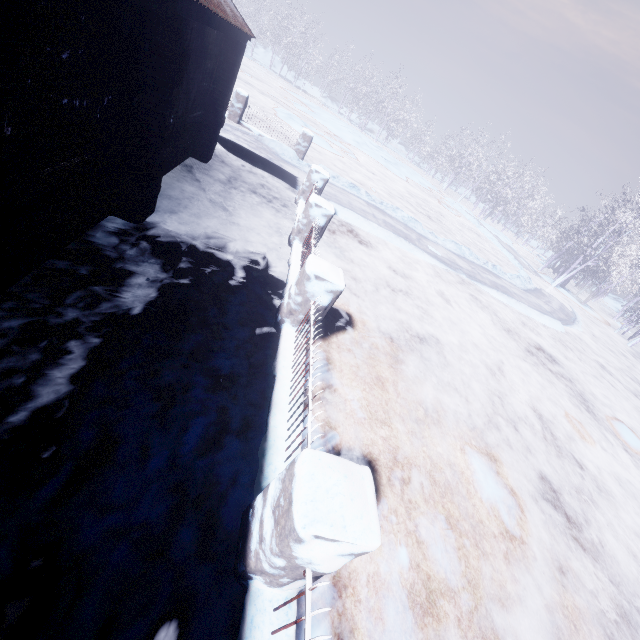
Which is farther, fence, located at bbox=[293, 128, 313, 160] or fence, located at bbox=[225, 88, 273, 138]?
fence, located at bbox=[293, 128, 313, 160]

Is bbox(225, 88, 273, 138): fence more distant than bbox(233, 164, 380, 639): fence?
Yes

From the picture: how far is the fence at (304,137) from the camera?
11.1 meters

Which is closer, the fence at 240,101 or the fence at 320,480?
the fence at 320,480

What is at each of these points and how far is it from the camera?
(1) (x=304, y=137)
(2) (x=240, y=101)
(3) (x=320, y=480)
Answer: (1) fence, 11.12m
(2) fence, 10.37m
(3) fence, 1.61m

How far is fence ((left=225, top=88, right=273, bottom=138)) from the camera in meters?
10.3 m

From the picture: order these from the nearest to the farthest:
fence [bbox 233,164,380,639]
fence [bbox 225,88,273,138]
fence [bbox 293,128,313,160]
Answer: fence [bbox 233,164,380,639] → fence [bbox 225,88,273,138] → fence [bbox 293,128,313,160]
